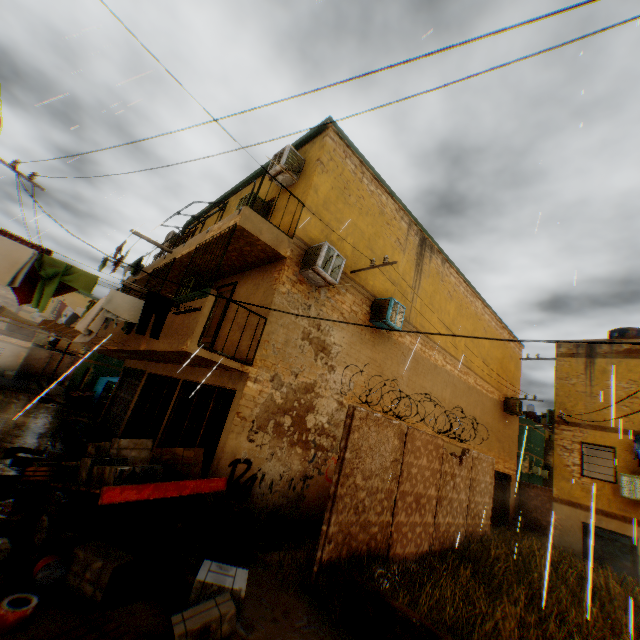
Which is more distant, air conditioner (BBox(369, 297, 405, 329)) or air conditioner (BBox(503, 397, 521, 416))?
air conditioner (BBox(503, 397, 521, 416))

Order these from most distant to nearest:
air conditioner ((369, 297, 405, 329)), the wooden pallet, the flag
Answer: the flag < air conditioner ((369, 297, 405, 329)) < the wooden pallet

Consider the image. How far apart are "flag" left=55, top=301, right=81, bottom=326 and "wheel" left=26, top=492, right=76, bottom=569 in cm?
1333

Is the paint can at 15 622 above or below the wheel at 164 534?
below

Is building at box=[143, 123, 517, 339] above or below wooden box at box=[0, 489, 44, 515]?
above

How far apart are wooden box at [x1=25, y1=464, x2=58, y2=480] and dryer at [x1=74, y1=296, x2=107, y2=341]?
2.3m

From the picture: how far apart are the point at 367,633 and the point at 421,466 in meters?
4.0 m

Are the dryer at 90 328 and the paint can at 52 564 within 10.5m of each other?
yes
